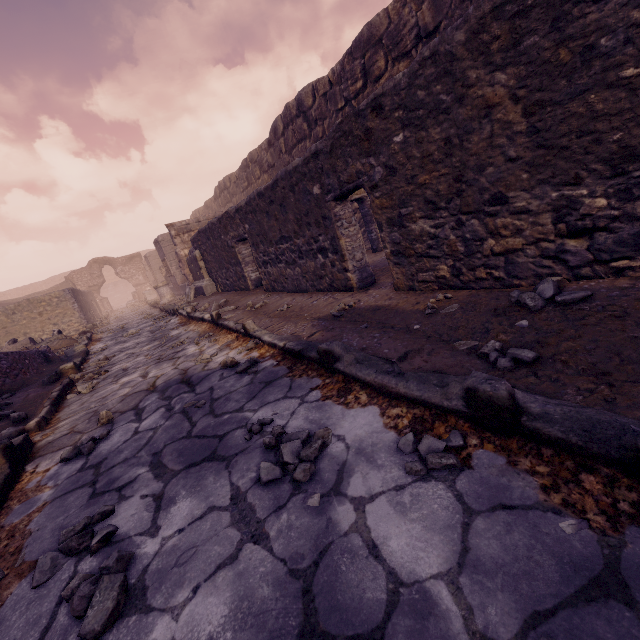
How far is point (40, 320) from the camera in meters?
12.6

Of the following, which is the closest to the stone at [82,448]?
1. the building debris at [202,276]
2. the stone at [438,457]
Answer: the stone at [438,457]

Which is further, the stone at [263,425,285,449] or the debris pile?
the debris pile

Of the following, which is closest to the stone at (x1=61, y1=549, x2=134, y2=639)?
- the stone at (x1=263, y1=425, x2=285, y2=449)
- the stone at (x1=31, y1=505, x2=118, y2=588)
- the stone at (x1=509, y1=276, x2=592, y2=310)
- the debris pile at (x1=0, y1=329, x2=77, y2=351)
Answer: the stone at (x1=31, y1=505, x2=118, y2=588)

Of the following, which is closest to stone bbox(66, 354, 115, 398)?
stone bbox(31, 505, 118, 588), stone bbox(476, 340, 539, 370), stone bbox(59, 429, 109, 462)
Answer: stone bbox(59, 429, 109, 462)

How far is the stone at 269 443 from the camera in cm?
179

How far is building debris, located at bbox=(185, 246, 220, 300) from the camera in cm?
1022

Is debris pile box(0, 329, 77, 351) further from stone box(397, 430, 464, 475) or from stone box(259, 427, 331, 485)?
stone box(397, 430, 464, 475)
